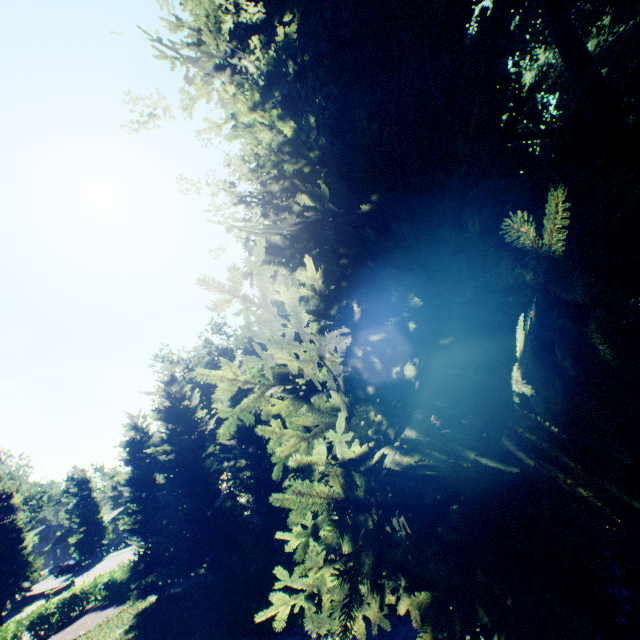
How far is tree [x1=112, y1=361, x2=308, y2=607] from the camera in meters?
18.1 m

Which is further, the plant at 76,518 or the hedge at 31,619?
the plant at 76,518

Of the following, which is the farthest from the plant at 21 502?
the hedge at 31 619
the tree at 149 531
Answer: the hedge at 31 619

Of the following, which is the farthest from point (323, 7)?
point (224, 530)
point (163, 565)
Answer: point (163, 565)

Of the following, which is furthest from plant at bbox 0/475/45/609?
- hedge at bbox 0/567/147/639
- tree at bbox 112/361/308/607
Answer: hedge at bbox 0/567/147/639

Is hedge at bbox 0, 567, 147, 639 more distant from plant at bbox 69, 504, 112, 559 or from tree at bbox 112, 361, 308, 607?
plant at bbox 69, 504, 112, 559

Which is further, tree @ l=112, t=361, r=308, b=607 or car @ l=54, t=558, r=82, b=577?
car @ l=54, t=558, r=82, b=577

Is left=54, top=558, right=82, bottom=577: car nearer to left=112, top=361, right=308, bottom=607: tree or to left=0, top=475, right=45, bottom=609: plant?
left=0, top=475, right=45, bottom=609: plant
